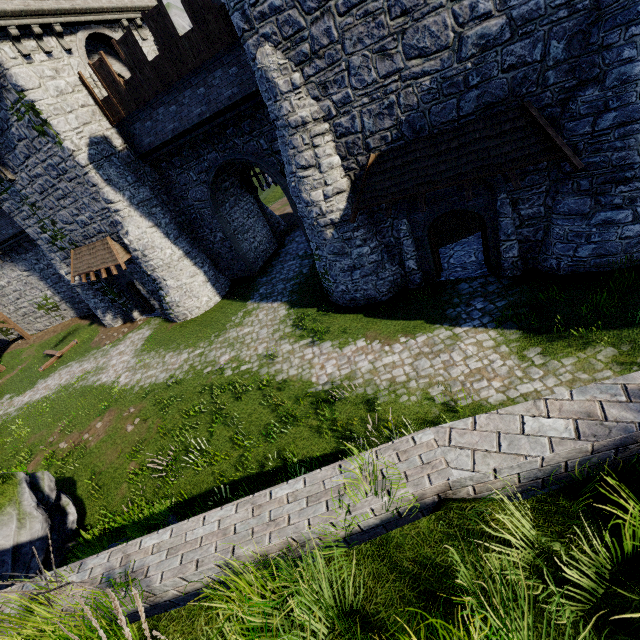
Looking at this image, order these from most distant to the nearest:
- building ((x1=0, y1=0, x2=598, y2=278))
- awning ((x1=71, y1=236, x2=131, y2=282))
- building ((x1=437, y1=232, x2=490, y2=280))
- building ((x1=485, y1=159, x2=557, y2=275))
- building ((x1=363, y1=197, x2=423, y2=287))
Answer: awning ((x1=71, y1=236, x2=131, y2=282)), building ((x1=437, y1=232, x2=490, y2=280)), building ((x1=363, y1=197, x2=423, y2=287)), building ((x1=485, y1=159, x2=557, y2=275)), building ((x1=0, y1=0, x2=598, y2=278))

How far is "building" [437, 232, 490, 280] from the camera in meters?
12.4

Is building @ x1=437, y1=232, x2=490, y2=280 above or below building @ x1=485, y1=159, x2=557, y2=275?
below

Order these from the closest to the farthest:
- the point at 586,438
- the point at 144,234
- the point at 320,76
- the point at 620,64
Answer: the point at 586,438, the point at 620,64, the point at 320,76, the point at 144,234

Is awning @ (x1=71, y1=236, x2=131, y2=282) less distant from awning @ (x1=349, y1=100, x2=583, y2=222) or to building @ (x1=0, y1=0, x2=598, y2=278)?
building @ (x1=0, y1=0, x2=598, y2=278)

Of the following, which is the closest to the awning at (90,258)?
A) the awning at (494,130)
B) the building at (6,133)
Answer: the building at (6,133)

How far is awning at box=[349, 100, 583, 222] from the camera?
8.2 meters

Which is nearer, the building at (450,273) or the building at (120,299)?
the building at (450,273)
